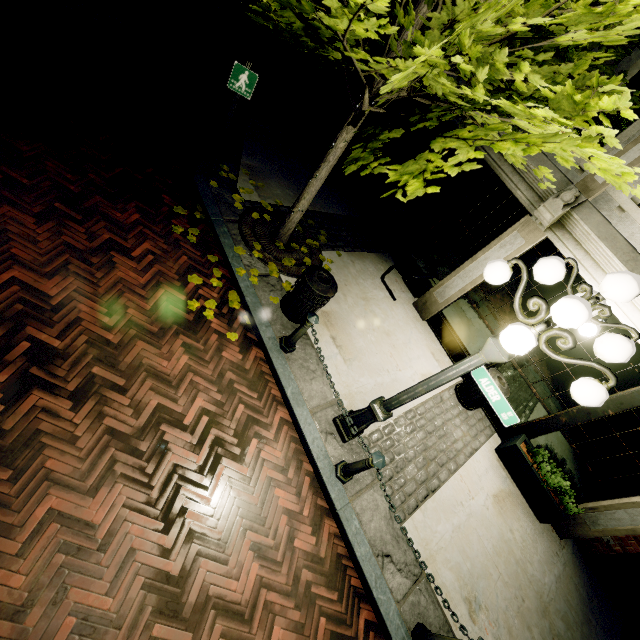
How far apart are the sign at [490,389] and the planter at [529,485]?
3.8 meters

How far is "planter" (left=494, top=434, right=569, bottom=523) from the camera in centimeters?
588cm

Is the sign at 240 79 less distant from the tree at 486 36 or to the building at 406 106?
the tree at 486 36

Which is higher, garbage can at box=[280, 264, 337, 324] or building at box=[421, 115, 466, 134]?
building at box=[421, 115, 466, 134]

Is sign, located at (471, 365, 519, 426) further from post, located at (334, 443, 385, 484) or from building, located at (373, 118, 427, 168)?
building, located at (373, 118, 427, 168)

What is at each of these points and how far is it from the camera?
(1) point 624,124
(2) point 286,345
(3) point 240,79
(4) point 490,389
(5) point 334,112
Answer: (1) building, 5.3m
(2) post, 4.9m
(3) sign, 5.1m
(4) sign, 3.3m
(5) building, 9.5m

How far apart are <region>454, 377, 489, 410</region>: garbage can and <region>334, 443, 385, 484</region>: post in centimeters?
342cm

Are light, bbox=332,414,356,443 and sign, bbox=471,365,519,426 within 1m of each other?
yes
